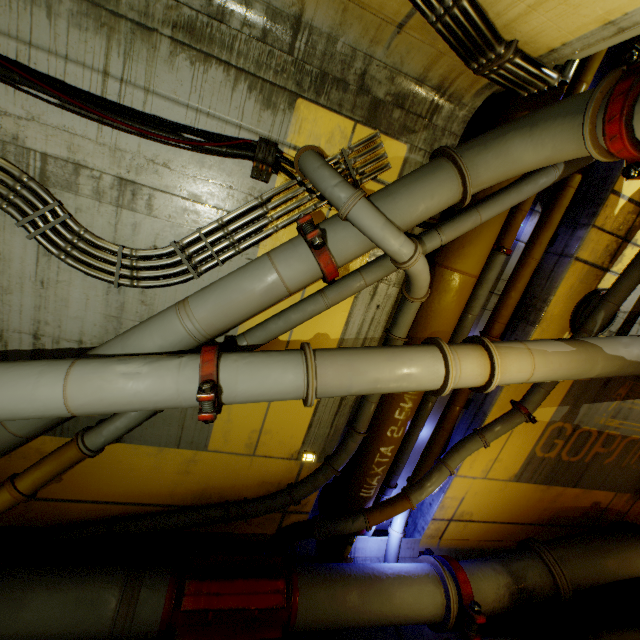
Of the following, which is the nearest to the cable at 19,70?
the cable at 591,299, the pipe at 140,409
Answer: the pipe at 140,409

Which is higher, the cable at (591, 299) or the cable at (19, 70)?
the cable at (19, 70)

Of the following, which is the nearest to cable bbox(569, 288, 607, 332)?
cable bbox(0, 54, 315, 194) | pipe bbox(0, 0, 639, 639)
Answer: pipe bbox(0, 0, 639, 639)

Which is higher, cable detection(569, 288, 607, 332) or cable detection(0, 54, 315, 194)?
cable detection(0, 54, 315, 194)

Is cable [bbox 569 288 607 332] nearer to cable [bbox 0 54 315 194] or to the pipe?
the pipe

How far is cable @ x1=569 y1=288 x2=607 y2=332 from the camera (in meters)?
4.81

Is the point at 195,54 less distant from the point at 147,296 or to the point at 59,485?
the point at 147,296
